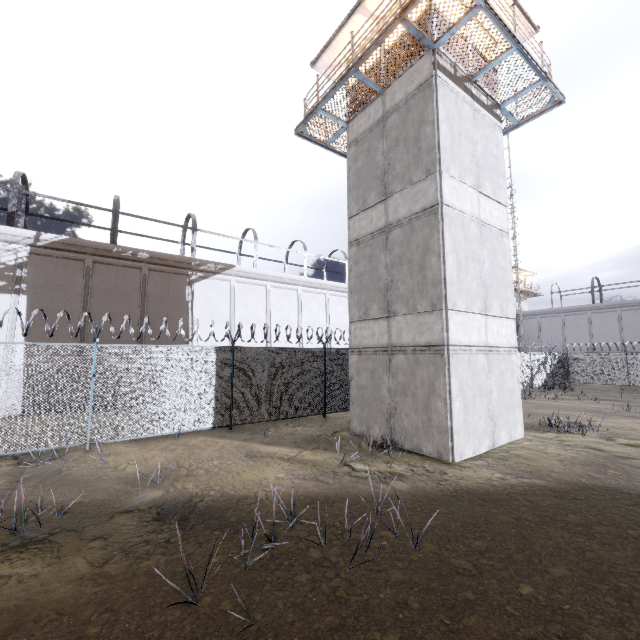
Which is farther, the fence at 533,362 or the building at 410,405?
the fence at 533,362

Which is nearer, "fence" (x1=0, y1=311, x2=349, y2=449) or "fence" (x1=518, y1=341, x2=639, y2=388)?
"fence" (x1=0, y1=311, x2=349, y2=449)

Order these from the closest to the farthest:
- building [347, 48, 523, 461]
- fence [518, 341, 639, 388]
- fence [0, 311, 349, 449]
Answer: building [347, 48, 523, 461]
fence [0, 311, 349, 449]
fence [518, 341, 639, 388]

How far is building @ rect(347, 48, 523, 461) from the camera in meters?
8.9 m

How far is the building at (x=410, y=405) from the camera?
8.89m

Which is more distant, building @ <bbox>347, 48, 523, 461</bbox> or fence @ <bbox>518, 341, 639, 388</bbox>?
fence @ <bbox>518, 341, 639, 388</bbox>

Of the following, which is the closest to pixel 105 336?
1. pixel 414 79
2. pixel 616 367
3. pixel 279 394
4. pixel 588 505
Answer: pixel 279 394
